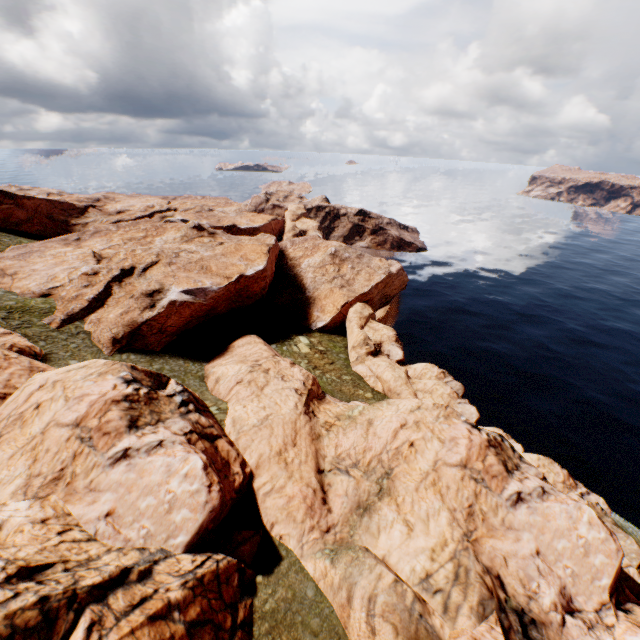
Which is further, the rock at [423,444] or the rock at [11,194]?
the rock at [11,194]

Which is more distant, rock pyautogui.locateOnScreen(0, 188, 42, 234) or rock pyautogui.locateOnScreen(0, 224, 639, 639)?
rock pyautogui.locateOnScreen(0, 188, 42, 234)

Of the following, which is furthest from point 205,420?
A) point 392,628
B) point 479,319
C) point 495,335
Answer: point 479,319
